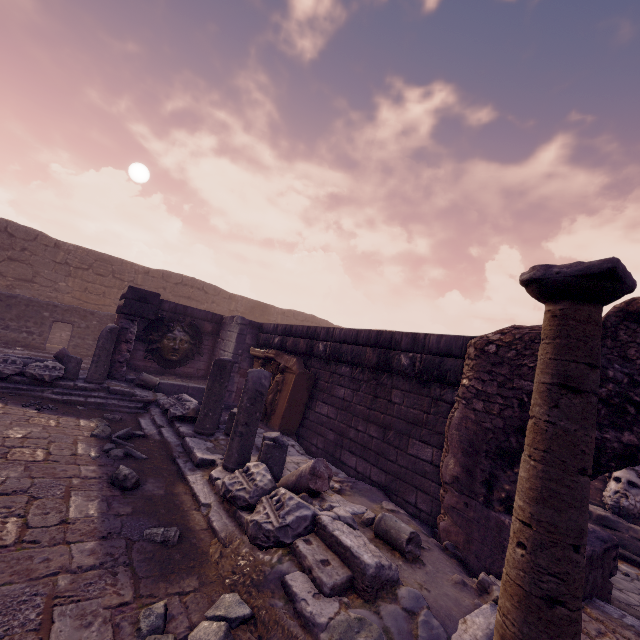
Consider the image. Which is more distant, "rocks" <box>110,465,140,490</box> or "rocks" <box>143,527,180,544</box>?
"rocks" <box>110,465,140,490</box>

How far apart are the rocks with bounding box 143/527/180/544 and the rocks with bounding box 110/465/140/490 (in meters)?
0.79

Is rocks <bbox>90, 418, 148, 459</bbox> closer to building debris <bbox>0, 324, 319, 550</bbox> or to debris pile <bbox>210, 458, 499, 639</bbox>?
building debris <bbox>0, 324, 319, 550</bbox>

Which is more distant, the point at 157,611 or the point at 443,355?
the point at 443,355

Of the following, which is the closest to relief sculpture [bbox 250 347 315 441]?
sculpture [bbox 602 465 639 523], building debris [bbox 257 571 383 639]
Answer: building debris [bbox 257 571 383 639]

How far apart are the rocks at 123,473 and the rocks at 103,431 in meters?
1.3

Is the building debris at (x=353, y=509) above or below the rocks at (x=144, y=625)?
above

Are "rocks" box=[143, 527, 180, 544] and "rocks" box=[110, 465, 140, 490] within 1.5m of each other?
yes
